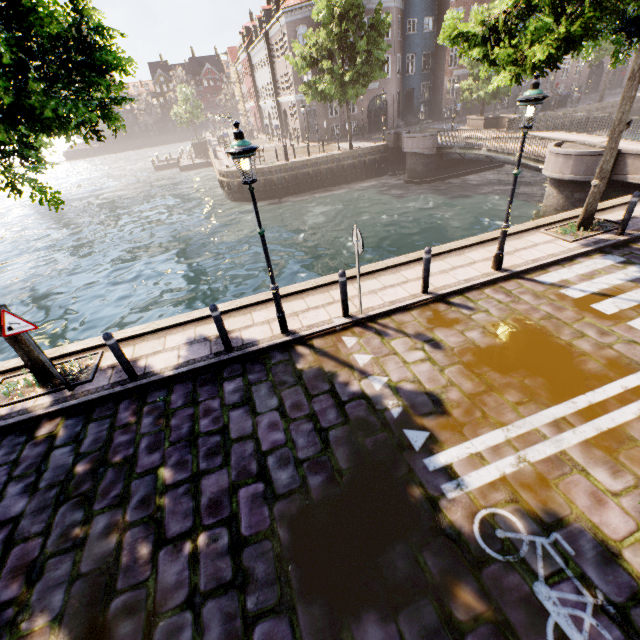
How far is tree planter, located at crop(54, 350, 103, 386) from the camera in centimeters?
636cm

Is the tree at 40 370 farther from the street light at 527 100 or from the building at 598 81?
the building at 598 81

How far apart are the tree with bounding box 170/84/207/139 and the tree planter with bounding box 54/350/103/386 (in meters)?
52.30

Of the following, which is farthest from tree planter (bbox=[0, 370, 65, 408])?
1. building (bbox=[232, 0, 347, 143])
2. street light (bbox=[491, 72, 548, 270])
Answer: building (bbox=[232, 0, 347, 143])

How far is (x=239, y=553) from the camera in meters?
3.7

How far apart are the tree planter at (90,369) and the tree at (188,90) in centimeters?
5230cm

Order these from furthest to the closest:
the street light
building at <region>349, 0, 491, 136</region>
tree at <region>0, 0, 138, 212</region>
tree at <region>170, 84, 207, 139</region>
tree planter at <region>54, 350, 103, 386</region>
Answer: tree at <region>170, 84, 207, 139</region> → building at <region>349, 0, 491, 136</region> → tree planter at <region>54, 350, 103, 386</region> → the street light → tree at <region>0, 0, 138, 212</region>

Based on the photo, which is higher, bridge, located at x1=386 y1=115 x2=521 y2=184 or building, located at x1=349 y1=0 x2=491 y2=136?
building, located at x1=349 y1=0 x2=491 y2=136
